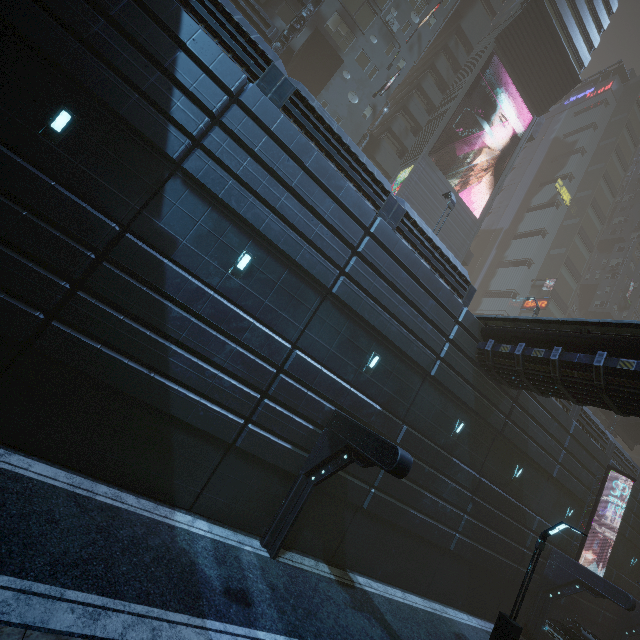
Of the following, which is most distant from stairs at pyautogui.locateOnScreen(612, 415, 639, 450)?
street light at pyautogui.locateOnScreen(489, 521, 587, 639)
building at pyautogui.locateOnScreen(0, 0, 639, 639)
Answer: street light at pyautogui.locateOnScreen(489, 521, 587, 639)

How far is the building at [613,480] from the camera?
21.3 meters

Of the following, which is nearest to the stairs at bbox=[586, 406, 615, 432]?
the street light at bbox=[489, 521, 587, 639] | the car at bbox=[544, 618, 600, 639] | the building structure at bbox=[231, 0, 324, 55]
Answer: the car at bbox=[544, 618, 600, 639]

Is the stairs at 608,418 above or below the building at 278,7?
below

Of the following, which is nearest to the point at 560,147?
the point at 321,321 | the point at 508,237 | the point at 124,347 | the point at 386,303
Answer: the point at 508,237

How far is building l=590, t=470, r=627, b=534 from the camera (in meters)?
21.33

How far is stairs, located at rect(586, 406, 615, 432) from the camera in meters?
29.2

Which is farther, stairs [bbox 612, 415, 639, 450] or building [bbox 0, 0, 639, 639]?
stairs [bbox 612, 415, 639, 450]
